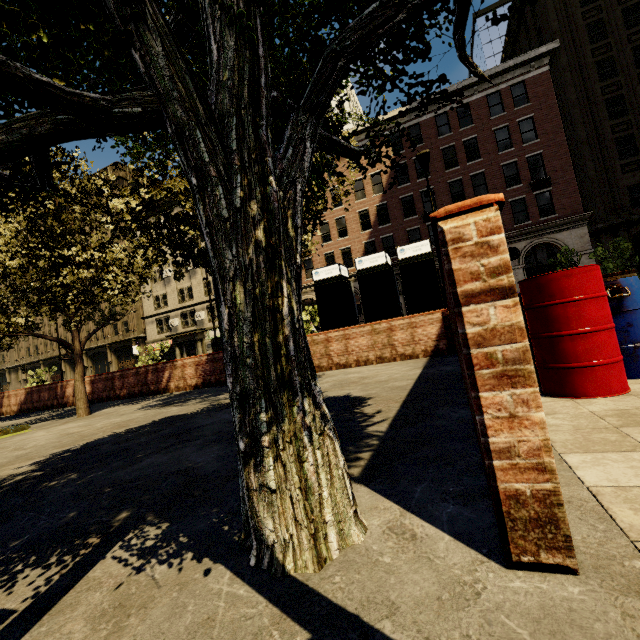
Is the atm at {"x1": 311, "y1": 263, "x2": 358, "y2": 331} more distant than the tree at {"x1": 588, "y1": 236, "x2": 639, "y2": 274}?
No

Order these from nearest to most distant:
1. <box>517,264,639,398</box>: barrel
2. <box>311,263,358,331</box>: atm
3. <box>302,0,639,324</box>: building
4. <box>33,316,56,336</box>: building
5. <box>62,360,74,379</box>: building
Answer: <box>517,264,639,398</box>: barrel
<box>311,263,358,331</box>: atm
<box>302,0,639,324</box>: building
<box>62,360,74,379</box>: building
<box>33,316,56,336</box>: building

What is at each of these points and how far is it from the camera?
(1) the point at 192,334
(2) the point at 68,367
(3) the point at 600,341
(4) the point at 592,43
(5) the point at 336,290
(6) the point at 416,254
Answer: (1) building, 36.03m
(2) building, 46.59m
(3) barrel, 2.73m
(4) building, 23.75m
(5) atm, 10.25m
(6) atm, 9.37m

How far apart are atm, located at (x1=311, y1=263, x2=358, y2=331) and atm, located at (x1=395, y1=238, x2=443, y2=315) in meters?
1.7

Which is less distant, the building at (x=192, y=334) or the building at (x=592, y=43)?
the building at (x=592, y=43)

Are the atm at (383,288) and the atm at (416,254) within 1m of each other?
yes

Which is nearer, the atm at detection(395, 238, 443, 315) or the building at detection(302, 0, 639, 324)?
the atm at detection(395, 238, 443, 315)

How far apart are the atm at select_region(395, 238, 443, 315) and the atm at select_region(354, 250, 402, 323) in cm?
24
